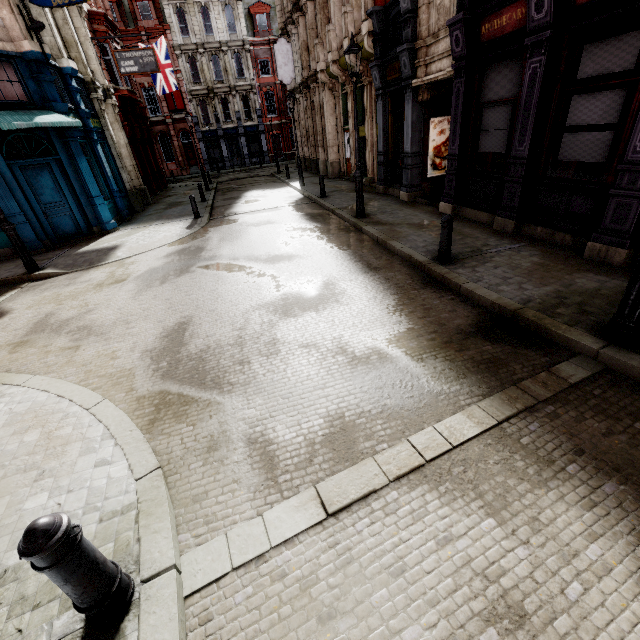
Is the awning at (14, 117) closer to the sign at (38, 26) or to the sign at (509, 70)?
the sign at (38, 26)

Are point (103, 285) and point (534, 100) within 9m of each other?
no

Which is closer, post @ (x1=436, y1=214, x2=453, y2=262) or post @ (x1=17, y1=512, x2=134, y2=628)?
post @ (x1=17, y1=512, x2=134, y2=628)

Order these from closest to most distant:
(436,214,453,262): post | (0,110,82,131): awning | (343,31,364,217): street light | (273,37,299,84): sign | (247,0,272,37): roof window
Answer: (436,214,453,262): post < (343,31,364,217): street light < (0,110,82,131): awning < (273,37,299,84): sign < (247,0,272,37): roof window

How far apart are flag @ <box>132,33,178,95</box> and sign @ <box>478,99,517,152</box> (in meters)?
23.56

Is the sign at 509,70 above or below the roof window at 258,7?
below

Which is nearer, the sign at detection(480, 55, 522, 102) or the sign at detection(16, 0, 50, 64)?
the sign at detection(480, 55, 522, 102)

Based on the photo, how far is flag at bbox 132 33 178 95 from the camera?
22.33m
